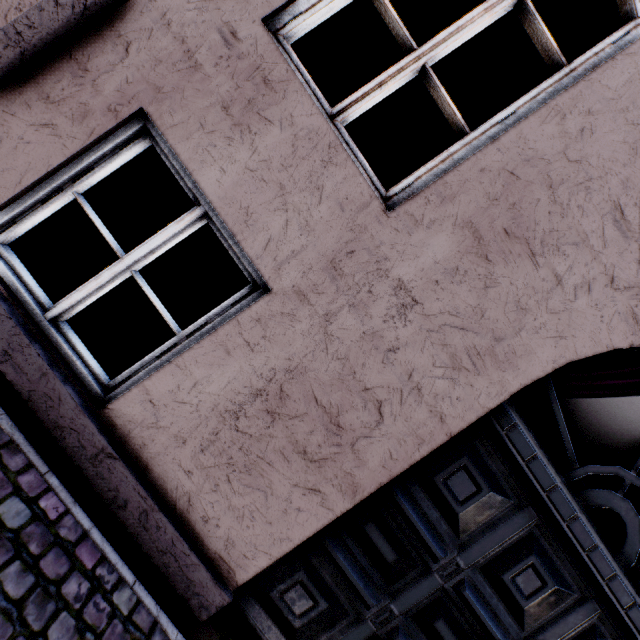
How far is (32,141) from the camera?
1.6m
